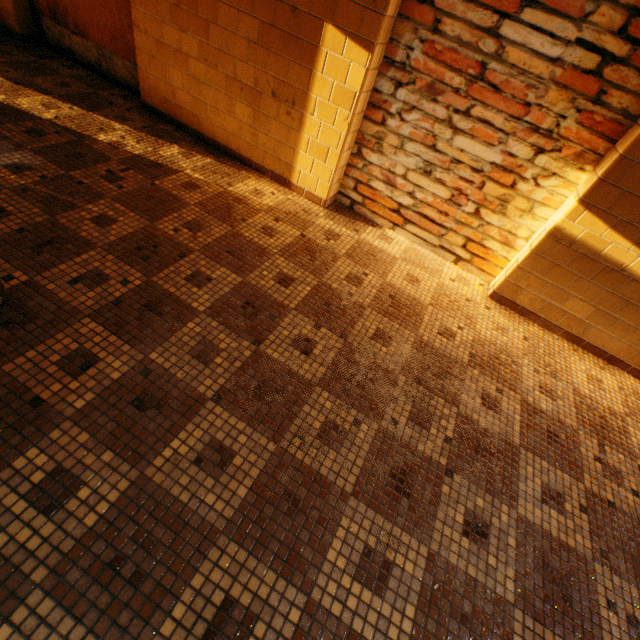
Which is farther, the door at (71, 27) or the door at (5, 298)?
the door at (71, 27)

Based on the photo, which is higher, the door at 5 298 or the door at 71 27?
the door at 71 27

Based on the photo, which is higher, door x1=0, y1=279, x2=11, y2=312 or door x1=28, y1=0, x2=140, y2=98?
door x1=28, y1=0, x2=140, y2=98

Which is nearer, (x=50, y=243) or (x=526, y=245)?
(x=50, y=243)

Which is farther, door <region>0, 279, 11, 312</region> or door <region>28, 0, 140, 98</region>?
door <region>28, 0, 140, 98</region>
